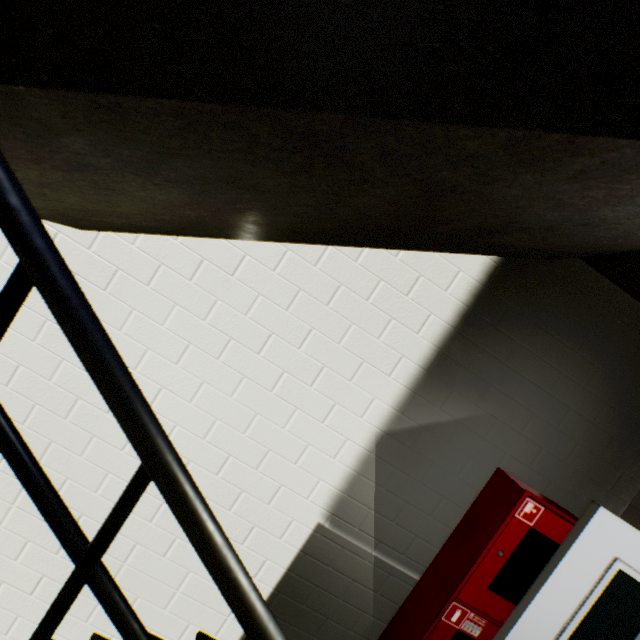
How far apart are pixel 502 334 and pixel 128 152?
2.22m

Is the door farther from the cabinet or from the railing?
the railing

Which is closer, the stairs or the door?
the stairs

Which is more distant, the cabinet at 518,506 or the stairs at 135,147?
the cabinet at 518,506

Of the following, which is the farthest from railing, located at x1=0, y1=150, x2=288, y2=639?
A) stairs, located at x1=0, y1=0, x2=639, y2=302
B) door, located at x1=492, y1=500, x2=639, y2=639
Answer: door, located at x1=492, y1=500, x2=639, y2=639

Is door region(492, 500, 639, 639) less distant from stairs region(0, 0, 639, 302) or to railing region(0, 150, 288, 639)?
stairs region(0, 0, 639, 302)

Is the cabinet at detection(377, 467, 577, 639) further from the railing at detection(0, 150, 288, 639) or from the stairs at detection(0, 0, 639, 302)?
the railing at detection(0, 150, 288, 639)

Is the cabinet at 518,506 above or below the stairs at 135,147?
below
